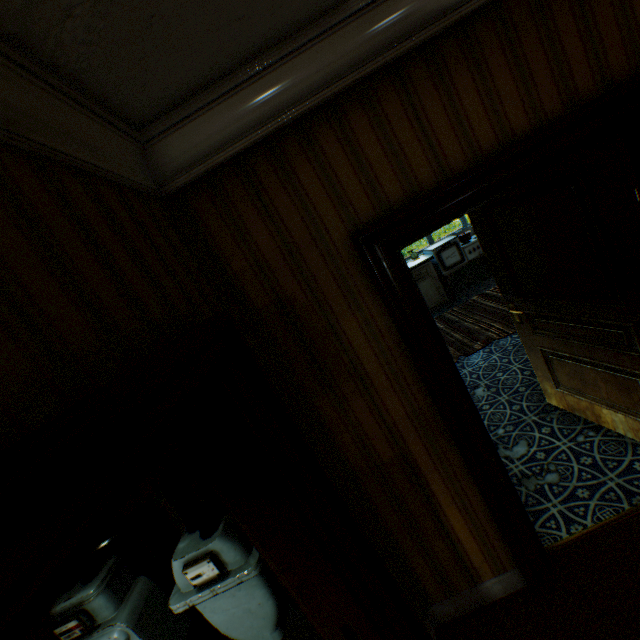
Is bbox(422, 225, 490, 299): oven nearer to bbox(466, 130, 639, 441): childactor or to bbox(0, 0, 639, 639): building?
bbox(0, 0, 639, 639): building

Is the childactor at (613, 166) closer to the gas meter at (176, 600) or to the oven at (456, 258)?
the gas meter at (176, 600)

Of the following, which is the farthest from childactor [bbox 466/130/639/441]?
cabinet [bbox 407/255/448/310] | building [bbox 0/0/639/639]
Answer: cabinet [bbox 407/255/448/310]

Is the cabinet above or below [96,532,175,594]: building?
below

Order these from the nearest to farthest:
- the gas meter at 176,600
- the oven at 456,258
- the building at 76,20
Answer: the building at 76,20 < the gas meter at 176,600 < the oven at 456,258

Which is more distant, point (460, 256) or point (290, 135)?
point (460, 256)

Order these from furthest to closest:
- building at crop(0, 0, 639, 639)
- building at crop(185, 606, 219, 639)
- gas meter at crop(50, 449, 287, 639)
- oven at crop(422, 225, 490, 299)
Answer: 1. oven at crop(422, 225, 490, 299)
2. building at crop(185, 606, 219, 639)
3. gas meter at crop(50, 449, 287, 639)
4. building at crop(0, 0, 639, 639)

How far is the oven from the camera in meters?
6.9
